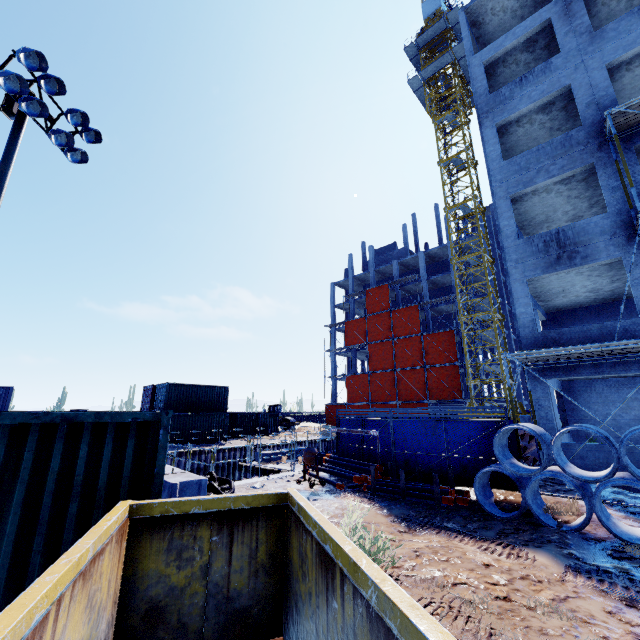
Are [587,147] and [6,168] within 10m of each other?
no

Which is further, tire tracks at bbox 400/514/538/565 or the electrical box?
the electrical box

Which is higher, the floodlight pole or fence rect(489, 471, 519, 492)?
the floodlight pole

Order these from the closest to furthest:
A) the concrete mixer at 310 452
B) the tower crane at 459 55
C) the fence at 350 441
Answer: the concrete mixer at 310 452, the fence at 350 441, the tower crane at 459 55

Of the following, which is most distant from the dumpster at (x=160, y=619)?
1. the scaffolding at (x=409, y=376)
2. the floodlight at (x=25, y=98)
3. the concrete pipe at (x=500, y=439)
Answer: the floodlight at (x=25, y=98)

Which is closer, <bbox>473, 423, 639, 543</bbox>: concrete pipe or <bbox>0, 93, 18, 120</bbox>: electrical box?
<bbox>473, 423, 639, 543</bbox>: concrete pipe

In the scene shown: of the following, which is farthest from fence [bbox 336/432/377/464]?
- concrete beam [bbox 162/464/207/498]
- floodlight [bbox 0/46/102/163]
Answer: floodlight [bbox 0/46/102/163]

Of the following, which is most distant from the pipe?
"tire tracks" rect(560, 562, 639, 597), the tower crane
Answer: the tower crane
